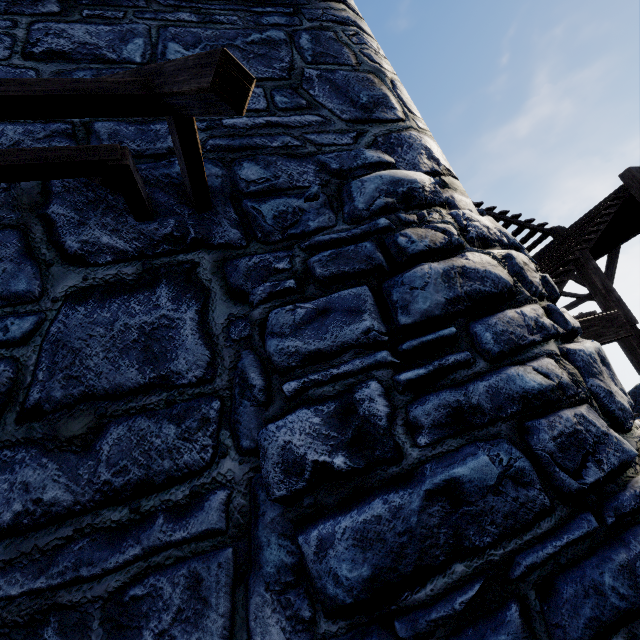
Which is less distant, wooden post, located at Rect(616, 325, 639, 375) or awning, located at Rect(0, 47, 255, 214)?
awning, located at Rect(0, 47, 255, 214)

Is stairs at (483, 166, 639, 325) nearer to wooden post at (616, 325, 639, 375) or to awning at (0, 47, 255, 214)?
wooden post at (616, 325, 639, 375)

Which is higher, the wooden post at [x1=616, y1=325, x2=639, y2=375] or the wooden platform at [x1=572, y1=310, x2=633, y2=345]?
the wooden platform at [x1=572, y1=310, x2=633, y2=345]

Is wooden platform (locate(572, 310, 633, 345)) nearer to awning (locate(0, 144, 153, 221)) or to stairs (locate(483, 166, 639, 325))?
stairs (locate(483, 166, 639, 325))

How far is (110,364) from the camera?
1.6m

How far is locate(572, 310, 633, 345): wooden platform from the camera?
3.88m

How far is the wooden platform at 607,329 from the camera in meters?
3.9

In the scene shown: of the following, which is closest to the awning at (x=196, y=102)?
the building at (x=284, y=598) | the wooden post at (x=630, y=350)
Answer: the building at (x=284, y=598)
